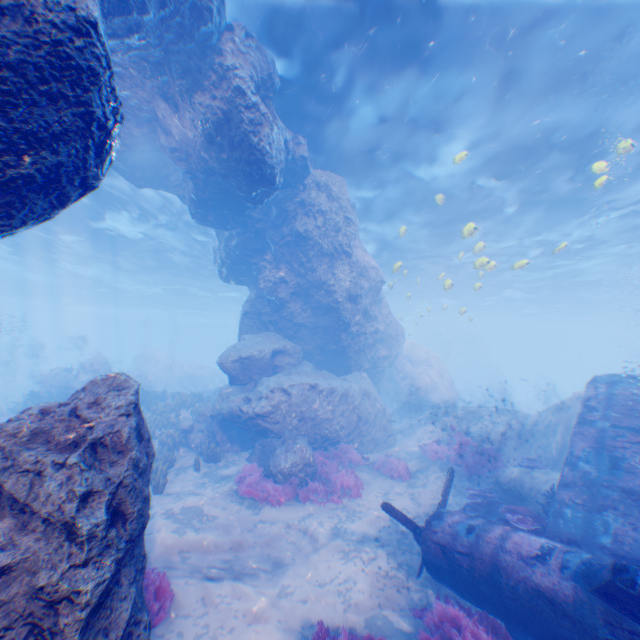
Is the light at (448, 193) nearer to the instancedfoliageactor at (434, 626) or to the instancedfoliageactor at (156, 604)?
the instancedfoliageactor at (434, 626)

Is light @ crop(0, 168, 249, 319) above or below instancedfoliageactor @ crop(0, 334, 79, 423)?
above

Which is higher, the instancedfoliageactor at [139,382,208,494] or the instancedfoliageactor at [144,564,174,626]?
the instancedfoliageactor at [139,382,208,494]

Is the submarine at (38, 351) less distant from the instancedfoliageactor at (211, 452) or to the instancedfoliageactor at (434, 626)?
the instancedfoliageactor at (211, 452)

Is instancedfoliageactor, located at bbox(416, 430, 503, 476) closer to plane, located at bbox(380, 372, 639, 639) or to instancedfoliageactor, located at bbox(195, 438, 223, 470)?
instancedfoliageactor, located at bbox(195, 438, 223, 470)

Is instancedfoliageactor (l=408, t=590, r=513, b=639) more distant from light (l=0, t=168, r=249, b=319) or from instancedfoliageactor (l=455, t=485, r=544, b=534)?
light (l=0, t=168, r=249, b=319)

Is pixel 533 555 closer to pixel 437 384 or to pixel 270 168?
pixel 270 168

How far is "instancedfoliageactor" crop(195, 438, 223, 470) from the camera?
11.7m
